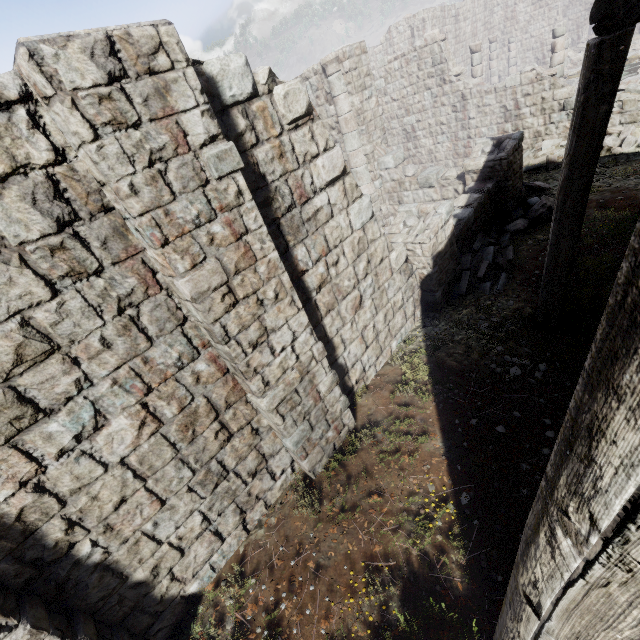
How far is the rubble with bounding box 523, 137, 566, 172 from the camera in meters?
13.0 m

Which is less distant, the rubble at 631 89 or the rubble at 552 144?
the rubble at 631 89

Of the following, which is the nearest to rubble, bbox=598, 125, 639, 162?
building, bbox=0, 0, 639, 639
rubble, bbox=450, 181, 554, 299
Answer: building, bbox=0, 0, 639, 639

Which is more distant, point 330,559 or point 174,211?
point 330,559

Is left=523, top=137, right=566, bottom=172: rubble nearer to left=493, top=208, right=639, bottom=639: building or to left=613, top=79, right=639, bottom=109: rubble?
left=493, top=208, right=639, bottom=639: building

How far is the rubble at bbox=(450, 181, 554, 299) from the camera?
8.4m

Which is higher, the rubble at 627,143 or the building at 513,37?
the building at 513,37

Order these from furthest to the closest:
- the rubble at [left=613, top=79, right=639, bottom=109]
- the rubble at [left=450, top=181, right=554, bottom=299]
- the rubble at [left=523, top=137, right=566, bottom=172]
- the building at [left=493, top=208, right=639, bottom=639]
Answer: the rubble at [left=523, top=137, right=566, bottom=172] < the rubble at [left=613, top=79, right=639, bottom=109] < the rubble at [left=450, top=181, right=554, bottom=299] < the building at [left=493, top=208, right=639, bottom=639]
